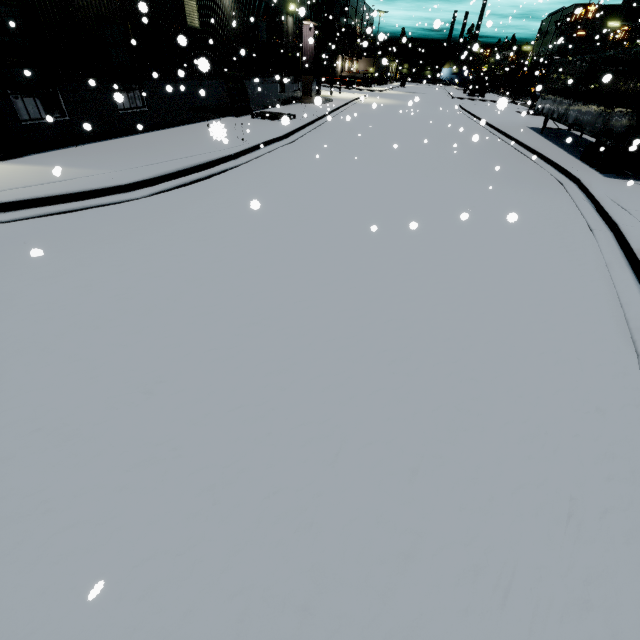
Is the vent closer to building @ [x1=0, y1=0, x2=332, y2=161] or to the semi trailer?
building @ [x1=0, y1=0, x2=332, y2=161]

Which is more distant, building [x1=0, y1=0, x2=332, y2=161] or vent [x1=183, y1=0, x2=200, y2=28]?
vent [x1=183, y1=0, x2=200, y2=28]

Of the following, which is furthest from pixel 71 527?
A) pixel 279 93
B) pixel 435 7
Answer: pixel 435 7

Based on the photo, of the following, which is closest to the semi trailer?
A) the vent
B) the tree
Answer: the tree

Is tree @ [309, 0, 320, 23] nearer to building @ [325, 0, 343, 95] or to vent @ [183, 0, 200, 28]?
building @ [325, 0, 343, 95]

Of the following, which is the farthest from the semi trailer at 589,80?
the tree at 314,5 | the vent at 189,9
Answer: the vent at 189,9

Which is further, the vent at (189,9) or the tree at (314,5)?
the tree at (314,5)

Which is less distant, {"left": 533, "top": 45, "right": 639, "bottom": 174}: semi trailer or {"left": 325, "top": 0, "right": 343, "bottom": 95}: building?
→ {"left": 533, "top": 45, "right": 639, "bottom": 174}: semi trailer
